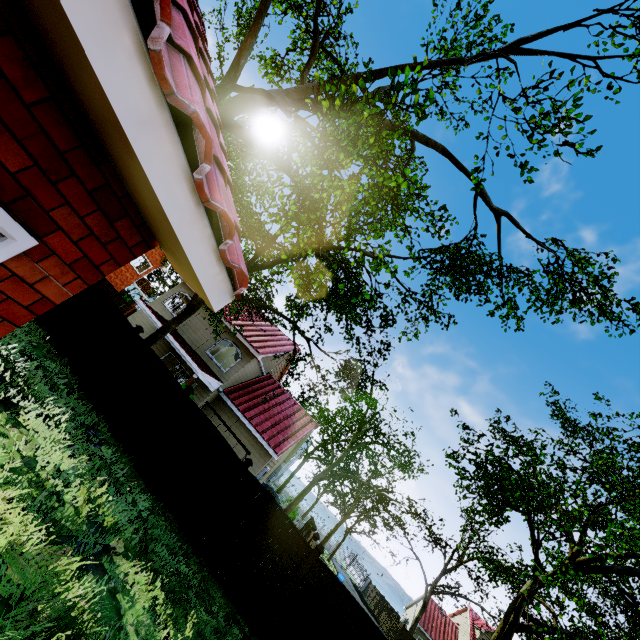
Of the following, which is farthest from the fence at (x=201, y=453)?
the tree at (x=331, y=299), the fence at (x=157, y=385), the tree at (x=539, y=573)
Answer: the tree at (x=331, y=299)

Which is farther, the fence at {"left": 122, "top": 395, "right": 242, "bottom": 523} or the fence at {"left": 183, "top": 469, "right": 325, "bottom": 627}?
the fence at {"left": 122, "top": 395, "right": 242, "bottom": 523}

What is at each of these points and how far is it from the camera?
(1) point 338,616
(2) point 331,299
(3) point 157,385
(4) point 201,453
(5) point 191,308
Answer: (1) fence, 7.91m
(2) tree, 16.88m
(3) fence, 10.48m
(4) fence, 9.56m
(5) tree, 13.46m

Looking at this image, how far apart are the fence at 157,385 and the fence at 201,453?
0.1 meters

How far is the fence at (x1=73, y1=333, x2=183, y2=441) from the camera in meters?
10.0 m

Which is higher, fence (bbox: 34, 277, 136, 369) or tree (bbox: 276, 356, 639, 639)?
tree (bbox: 276, 356, 639, 639)

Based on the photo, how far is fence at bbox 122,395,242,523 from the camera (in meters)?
9.03

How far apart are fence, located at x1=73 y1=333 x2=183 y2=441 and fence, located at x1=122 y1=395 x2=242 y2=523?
0.1 meters
